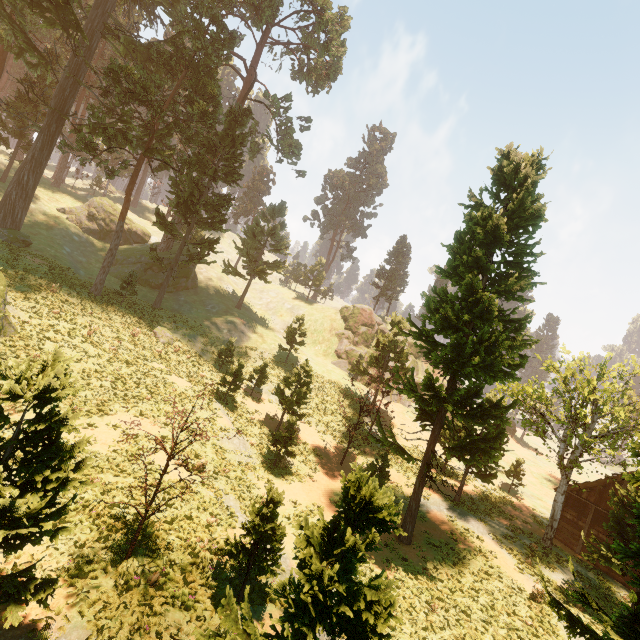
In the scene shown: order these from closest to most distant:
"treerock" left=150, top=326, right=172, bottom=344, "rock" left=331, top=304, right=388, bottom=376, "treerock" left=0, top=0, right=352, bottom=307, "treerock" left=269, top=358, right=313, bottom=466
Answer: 1. "treerock" left=269, top=358, right=313, bottom=466
2. "treerock" left=0, top=0, right=352, bottom=307
3. "treerock" left=150, top=326, right=172, bottom=344
4. "rock" left=331, top=304, right=388, bottom=376

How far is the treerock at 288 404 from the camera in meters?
21.1 m

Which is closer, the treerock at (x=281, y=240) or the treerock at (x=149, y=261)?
the treerock at (x=149, y=261)

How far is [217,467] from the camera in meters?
17.7

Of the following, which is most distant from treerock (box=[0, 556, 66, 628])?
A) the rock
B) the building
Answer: the rock

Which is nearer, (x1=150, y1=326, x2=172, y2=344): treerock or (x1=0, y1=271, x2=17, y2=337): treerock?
(x1=0, y1=271, x2=17, y2=337): treerock

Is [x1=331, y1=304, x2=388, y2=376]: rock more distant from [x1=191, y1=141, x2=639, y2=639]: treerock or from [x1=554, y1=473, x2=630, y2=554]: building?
[x1=554, y1=473, x2=630, y2=554]: building
